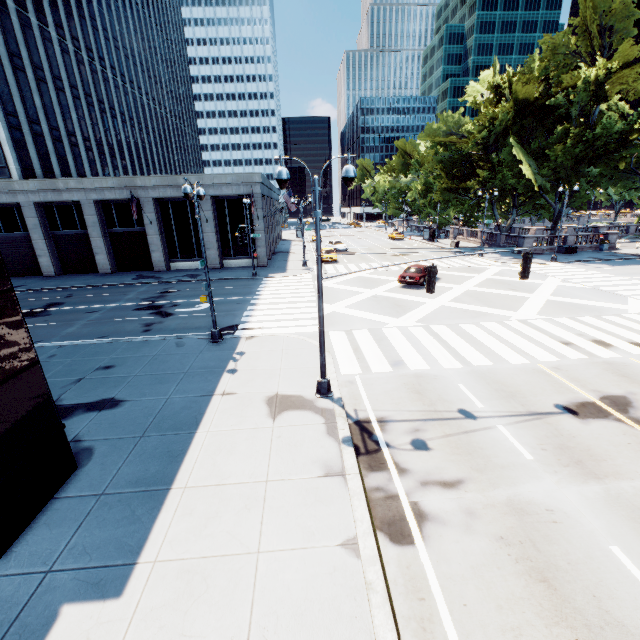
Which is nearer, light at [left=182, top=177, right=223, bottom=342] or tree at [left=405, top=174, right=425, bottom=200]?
light at [left=182, top=177, right=223, bottom=342]

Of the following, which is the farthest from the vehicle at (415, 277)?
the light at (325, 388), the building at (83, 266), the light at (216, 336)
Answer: the building at (83, 266)

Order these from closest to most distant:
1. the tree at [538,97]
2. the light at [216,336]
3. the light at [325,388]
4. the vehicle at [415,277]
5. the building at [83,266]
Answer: the building at [83,266]
the light at [325,388]
the light at [216,336]
the vehicle at [415,277]
the tree at [538,97]

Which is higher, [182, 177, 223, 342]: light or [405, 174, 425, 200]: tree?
[405, 174, 425, 200]: tree

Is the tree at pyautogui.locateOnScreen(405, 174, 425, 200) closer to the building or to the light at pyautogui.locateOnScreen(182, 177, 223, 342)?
the building

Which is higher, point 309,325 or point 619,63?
point 619,63

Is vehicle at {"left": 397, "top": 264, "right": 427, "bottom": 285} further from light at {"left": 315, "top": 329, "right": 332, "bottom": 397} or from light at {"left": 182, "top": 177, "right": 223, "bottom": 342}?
light at {"left": 315, "top": 329, "right": 332, "bottom": 397}
